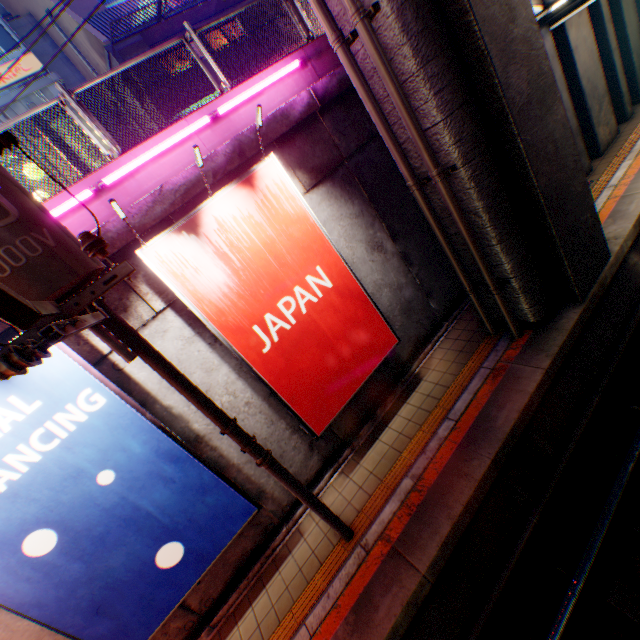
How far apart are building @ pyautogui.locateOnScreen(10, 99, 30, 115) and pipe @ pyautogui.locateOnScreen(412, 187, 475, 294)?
13.9 meters

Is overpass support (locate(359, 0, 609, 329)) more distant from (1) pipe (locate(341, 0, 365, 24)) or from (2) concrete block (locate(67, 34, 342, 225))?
(2) concrete block (locate(67, 34, 342, 225))

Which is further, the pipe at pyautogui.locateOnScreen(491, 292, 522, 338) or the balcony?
the balcony

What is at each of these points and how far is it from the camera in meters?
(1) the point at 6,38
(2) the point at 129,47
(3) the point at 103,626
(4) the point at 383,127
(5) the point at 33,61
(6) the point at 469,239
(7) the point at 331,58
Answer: (1) window, 13.4
(2) pylon, 13.1
(3) billboard, 4.5
(4) pipe, 5.5
(5) sign, 13.6
(6) pipe, 5.9
(7) concrete block, 6.9

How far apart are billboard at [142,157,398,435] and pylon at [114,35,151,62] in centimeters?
1241cm

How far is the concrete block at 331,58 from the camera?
5.1 meters

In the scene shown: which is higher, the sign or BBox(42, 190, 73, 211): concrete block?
the sign

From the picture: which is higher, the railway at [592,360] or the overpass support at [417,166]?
the overpass support at [417,166]
